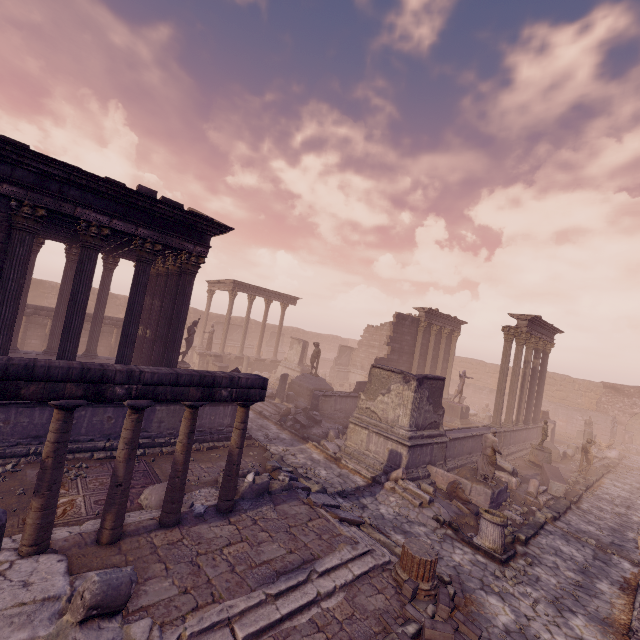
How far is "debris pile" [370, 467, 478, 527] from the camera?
9.5m

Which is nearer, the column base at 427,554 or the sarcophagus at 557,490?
the column base at 427,554

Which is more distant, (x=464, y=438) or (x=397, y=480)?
(x=464, y=438)

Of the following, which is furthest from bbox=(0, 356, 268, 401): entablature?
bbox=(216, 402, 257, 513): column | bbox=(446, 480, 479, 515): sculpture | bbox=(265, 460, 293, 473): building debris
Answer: bbox=(446, 480, 479, 515): sculpture

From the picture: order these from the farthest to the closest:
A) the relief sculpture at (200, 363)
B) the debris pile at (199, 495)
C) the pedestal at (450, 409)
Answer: the relief sculpture at (200, 363) < the pedestal at (450, 409) < the debris pile at (199, 495)

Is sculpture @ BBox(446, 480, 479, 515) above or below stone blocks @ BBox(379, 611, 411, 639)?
above

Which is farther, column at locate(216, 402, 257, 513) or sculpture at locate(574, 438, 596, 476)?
sculpture at locate(574, 438, 596, 476)

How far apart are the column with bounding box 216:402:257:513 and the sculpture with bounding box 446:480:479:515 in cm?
732
